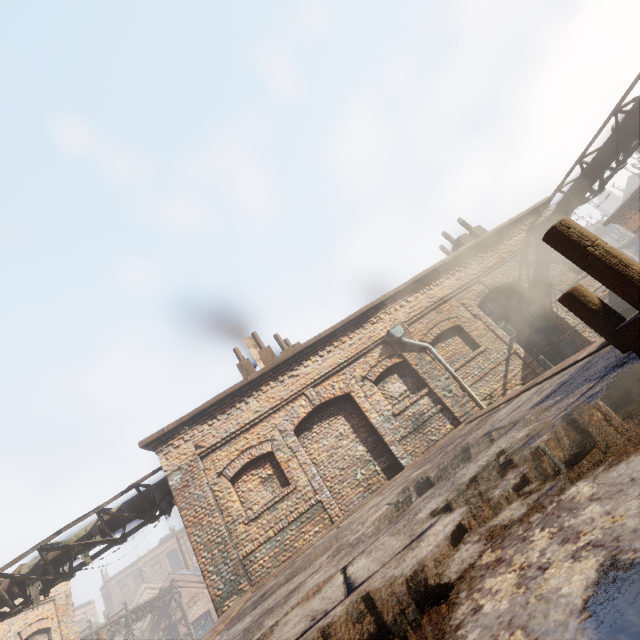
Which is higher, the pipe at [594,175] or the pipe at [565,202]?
the pipe at [565,202]

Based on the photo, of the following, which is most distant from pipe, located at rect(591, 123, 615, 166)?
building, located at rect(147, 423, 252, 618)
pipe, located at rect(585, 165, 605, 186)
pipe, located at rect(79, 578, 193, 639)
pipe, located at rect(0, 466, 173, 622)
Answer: pipe, located at rect(79, 578, 193, 639)

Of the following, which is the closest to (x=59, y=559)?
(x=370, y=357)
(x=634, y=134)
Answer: (x=370, y=357)

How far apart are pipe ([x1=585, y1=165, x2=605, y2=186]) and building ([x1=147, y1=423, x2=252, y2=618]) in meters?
13.4

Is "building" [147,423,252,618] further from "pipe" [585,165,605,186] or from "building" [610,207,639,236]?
"building" [610,207,639,236]

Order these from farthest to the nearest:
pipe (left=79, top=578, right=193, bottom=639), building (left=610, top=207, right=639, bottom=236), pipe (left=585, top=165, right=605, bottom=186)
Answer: pipe (left=79, top=578, right=193, bottom=639) → building (left=610, top=207, right=639, bottom=236) → pipe (left=585, top=165, right=605, bottom=186)

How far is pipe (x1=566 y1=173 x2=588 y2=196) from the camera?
9.80m

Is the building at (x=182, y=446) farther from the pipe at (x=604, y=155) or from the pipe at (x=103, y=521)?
the pipe at (x=604, y=155)
